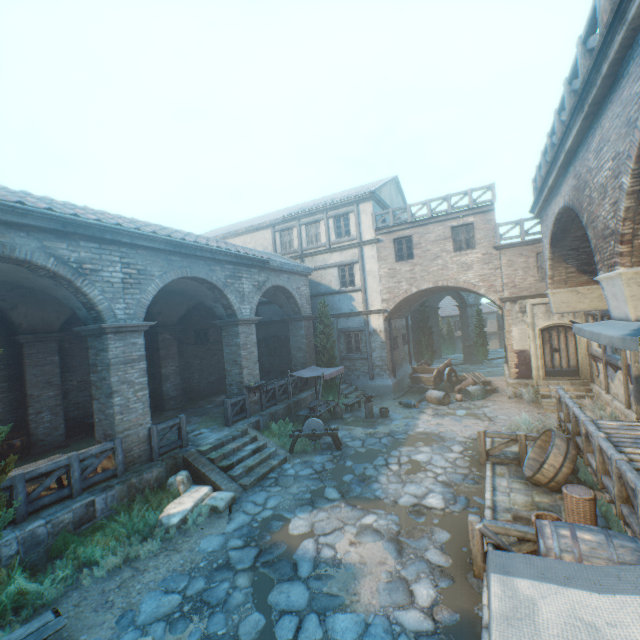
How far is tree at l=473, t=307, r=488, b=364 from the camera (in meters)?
25.28

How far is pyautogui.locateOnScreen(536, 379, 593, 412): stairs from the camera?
13.1 meters

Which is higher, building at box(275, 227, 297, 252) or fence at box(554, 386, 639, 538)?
building at box(275, 227, 297, 252)

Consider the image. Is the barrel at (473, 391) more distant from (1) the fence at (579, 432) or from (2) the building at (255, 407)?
(2) the building at (255, 407)

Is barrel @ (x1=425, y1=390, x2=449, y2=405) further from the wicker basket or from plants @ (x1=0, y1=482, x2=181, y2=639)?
plants @ (x1=0, y1=482, x2=181, y2=639)

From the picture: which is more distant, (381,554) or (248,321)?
(248,321)

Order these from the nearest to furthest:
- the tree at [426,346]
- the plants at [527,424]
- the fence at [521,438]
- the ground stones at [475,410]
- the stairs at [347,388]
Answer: the fence at [521,438]
the plants at [527,424]
the ground stones at [475,410]
the stairs at [347,388]
the tree at [426,346]

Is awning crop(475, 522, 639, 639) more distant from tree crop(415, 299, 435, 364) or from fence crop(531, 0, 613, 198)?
tree crop(415, 299, 435, 364)
